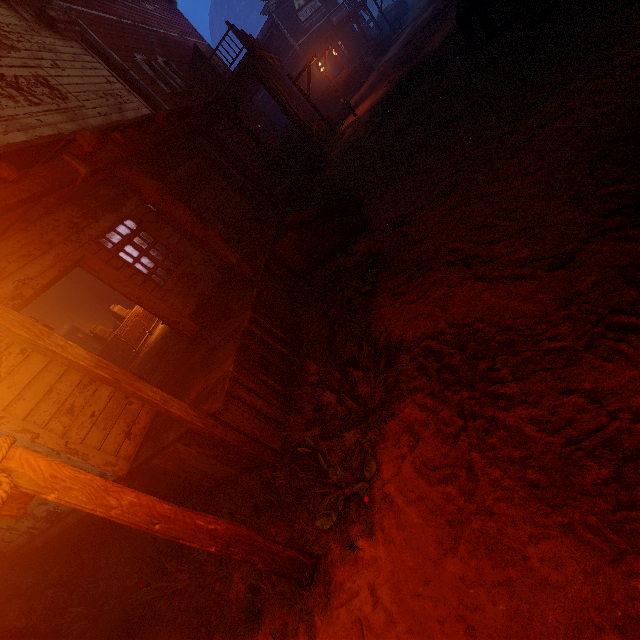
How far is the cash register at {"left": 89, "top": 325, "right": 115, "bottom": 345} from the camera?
10.35m

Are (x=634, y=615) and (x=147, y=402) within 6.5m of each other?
yes

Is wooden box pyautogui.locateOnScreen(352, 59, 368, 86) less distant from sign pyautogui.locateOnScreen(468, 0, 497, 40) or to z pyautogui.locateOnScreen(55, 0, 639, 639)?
z pyautogui.locateOnScreen(55, 0, 639, 639)

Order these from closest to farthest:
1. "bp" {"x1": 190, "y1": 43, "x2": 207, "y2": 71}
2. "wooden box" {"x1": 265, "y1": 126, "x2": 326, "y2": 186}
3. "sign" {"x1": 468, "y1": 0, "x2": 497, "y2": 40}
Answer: "sign" {"x1": 468, "y1": 0, "x2": 497, "y2": 40}
"wooden box" {"x1": 265, "y1": 126, "x2": 326, "y2": 186}
"bp" {"x1": 190, "y1": 43, "x2": 207, "y2": 71}

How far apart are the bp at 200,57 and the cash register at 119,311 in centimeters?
1212cm

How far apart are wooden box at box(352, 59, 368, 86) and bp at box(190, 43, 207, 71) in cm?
1063

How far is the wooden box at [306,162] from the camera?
12.8 meters

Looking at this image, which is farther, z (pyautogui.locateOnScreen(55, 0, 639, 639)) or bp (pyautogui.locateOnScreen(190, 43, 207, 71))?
bp (pyautogui.locateOnScreen(190, 43, 207, 71))
